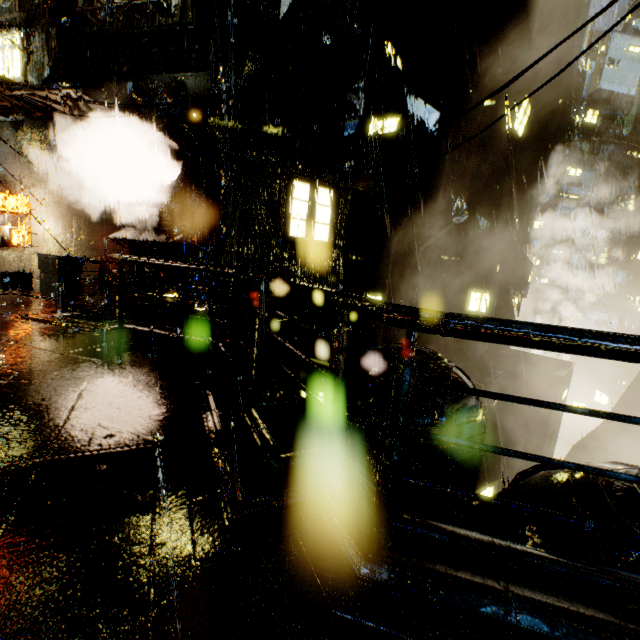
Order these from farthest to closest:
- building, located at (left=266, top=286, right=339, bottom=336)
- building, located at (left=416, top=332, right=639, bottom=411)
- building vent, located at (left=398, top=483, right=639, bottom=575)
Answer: building, located at (left=416, top=332, right=639, bottom=411) < building, located at (left=266, top=286, right=339, bottom=336) < building vent, located at (left=398, top=483, right=639, bottom=575)

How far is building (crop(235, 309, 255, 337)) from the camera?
10.9 meters

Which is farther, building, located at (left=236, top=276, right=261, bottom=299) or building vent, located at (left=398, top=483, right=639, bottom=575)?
building, located at (left=236, top=276, right=261, bottom=299)

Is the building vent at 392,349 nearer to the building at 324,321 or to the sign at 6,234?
the building at 324,321

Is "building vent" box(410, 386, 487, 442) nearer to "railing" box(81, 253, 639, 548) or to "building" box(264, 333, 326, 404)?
"building" box(264, 333, 326, 404)

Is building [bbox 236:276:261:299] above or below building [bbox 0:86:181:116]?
below

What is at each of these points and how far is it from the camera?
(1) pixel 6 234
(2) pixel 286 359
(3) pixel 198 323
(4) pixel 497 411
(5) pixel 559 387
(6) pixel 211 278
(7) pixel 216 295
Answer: (1) sign, 13.1 meters
(2) building, 9.0 meters
(3) building, 11.7 meters
(4) building, 20.8 meters
(5) building, 18.6 meters
(6) building, 12.3 meters
(7) building, 12.2 meters

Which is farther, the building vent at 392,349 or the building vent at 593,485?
the building vent at 392,349
